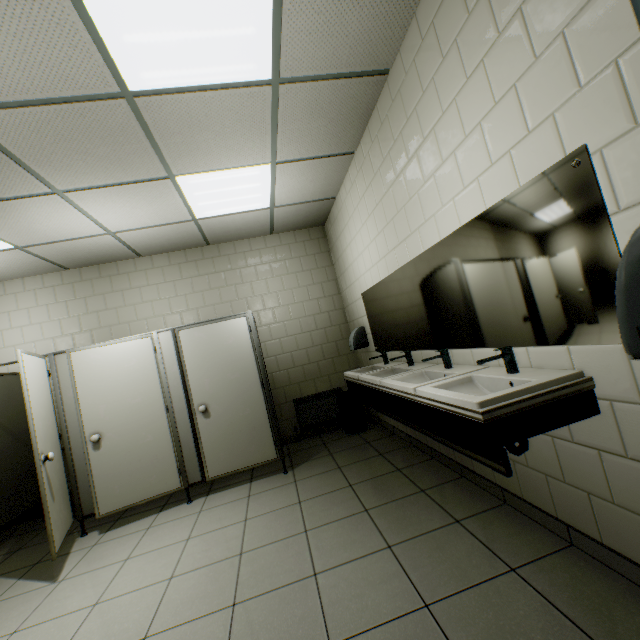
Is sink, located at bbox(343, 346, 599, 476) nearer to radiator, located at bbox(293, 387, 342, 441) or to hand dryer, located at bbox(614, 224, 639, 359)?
hand dryer, located at bbox(614, 224, 639, 359)

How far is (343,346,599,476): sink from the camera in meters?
1.4 m

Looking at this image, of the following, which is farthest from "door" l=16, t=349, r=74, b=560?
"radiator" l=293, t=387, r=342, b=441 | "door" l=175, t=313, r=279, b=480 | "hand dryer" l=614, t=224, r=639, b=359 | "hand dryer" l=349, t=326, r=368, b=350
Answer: "hand dryer" l=614, t=224, r=639, b=359

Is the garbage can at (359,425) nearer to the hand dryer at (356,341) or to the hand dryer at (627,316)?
the hand dryer at (356,341)

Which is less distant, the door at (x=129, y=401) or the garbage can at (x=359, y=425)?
the door at (x=129, y=401)

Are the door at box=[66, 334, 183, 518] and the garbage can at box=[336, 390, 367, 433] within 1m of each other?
no

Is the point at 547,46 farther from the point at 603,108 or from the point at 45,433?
the point at 45,433

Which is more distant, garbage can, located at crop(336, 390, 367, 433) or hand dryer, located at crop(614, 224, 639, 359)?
garbage can, located at crop(336, 390, 367, 433)
